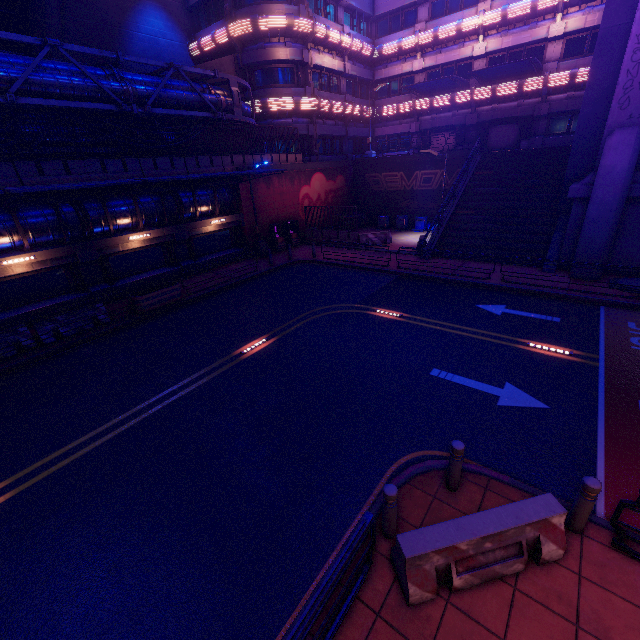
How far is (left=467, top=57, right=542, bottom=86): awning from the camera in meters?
21.5

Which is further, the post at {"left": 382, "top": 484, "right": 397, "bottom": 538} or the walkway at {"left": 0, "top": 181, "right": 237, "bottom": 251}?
the walkway at {"left": 0, "top": 181, "right": 237, "bottom": 251}

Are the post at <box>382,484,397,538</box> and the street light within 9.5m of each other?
no

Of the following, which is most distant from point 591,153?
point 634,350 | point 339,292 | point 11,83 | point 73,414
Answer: point 11,83

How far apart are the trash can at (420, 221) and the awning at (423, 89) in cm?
966

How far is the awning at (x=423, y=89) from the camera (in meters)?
24.38

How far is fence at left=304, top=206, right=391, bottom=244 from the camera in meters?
23.6

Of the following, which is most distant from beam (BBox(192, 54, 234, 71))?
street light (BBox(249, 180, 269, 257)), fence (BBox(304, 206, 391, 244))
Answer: fence (BBox(304, 206, 391, 244))
